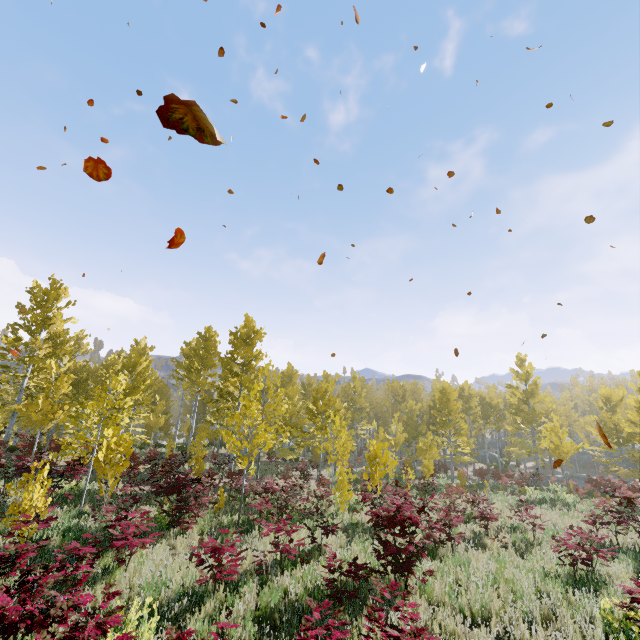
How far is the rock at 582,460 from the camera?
41.8 meters

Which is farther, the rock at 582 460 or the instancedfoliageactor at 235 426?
the rock at 582 460

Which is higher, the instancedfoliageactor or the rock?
the instancedfoliageactor

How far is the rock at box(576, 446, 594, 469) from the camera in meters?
41.8 m

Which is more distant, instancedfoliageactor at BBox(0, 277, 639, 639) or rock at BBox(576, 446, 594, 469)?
rock at BBox(576, 446, 594, 469)

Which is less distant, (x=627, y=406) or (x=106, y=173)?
(x=106, y=173)
